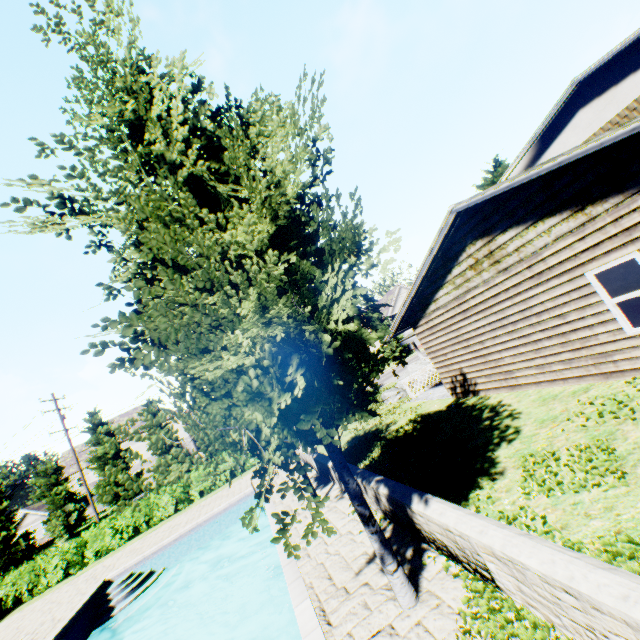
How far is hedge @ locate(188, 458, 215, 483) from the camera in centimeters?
2196cm

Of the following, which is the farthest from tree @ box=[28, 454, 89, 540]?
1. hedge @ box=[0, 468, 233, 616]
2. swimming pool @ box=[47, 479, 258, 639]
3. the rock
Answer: hedge @ box=[0, 468, 233, 616]

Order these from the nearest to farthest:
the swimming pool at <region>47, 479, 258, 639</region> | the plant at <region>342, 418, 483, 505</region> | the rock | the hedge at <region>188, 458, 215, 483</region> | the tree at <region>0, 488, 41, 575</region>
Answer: the plant at <region>342, 418, 483, 505</region> → the swimming pool at <region>47, 479, 258, 639</region> → the rock → the hedge at <region>188, 458, 215, 483</region> → the tree at <region>0, 488, 41, 575</region>

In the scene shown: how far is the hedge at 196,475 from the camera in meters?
22.0

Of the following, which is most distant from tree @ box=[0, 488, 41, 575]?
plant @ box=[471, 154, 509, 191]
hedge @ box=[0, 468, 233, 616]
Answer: hedge @ box=[0, 468, 233, 616]

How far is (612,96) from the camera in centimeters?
1286cm

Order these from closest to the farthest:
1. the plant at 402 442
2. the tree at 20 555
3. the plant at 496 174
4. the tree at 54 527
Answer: the plant at 402 442 → the plant at 496 174 → the tree at 20 555 → the tree at 54 527

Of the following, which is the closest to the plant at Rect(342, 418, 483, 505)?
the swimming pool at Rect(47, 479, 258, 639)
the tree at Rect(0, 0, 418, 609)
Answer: the tree at Rect(0, 0, 418, 609)
